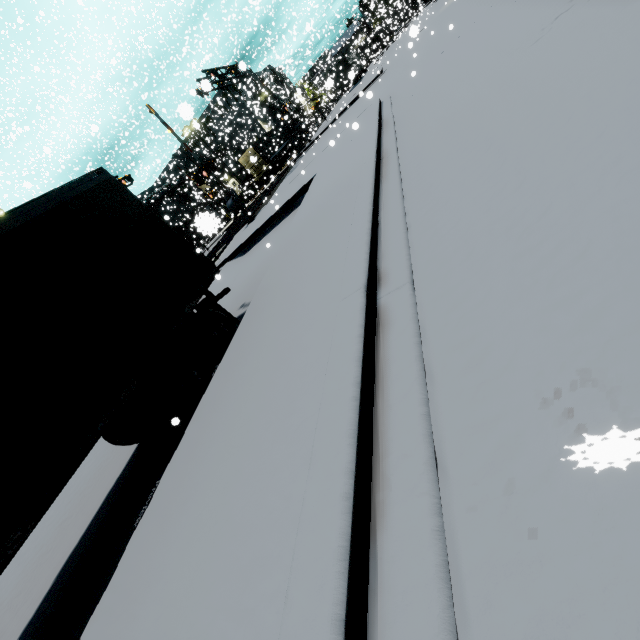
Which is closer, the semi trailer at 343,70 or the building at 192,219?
the building at 192,219

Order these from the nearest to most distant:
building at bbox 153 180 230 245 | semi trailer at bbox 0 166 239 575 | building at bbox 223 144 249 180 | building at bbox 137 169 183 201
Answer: building at bbox 153 180 230 245 < semi trailer at bbox 0 166 239 575 < building at bbox 223 144 249 180 < building at bbox 137 169 183 201

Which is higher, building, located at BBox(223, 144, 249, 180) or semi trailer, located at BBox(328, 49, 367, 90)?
building, located at BBox(223, 144, 249, 180)

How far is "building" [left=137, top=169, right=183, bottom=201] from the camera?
35.71m

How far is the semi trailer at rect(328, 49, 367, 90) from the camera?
24.0 meters

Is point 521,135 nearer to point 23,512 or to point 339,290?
point 339,290

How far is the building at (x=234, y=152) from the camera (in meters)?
29.17
